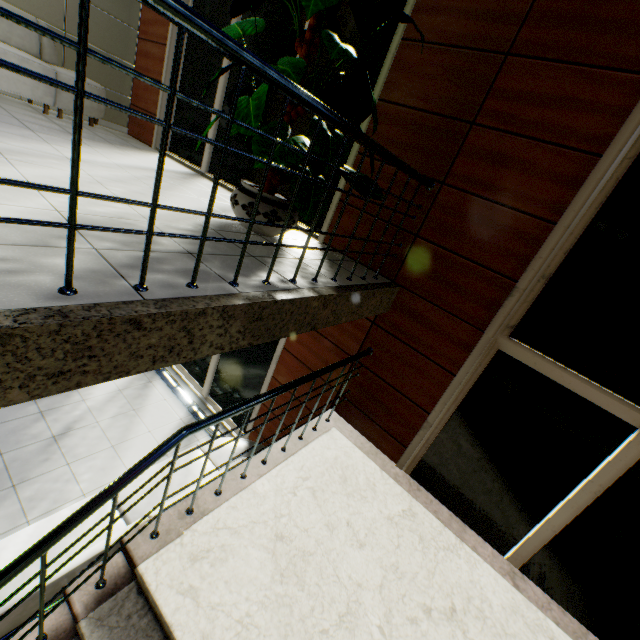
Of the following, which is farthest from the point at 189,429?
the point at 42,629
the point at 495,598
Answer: the point at 495,598

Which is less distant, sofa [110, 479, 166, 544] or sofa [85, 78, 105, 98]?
sofa [110, 479, 166, 544]

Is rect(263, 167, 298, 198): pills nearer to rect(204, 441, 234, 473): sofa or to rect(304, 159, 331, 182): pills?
rect(304, 159, 331, 182): pills

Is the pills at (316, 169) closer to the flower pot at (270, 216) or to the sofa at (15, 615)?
the flower pot at (270, 216)

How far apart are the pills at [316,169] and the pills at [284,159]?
0.2m

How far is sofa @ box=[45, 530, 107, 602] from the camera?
2.3 meters

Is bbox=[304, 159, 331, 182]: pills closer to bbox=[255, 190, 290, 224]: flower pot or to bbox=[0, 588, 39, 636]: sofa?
bbox=[255, 190, 290, 224]: flower pot

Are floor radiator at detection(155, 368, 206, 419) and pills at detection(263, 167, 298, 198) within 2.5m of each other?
no
